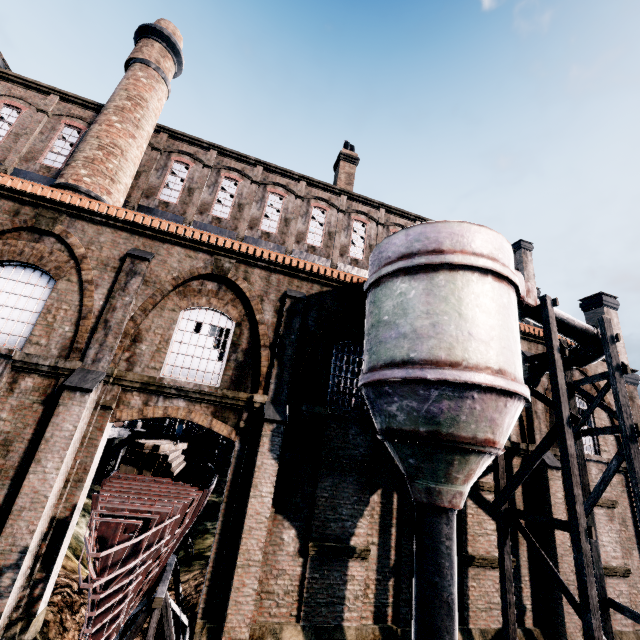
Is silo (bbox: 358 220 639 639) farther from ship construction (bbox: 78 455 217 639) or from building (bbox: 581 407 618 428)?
ship construction (bbox: 78 455 217 639)

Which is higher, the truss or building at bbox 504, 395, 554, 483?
building at bbox 504, 395, 554, 483

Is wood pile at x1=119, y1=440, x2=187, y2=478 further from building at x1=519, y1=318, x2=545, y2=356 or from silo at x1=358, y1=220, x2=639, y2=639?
silo at x1=358, y1=220, x2=639, y2=639

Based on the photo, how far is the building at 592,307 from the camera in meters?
18.0 m

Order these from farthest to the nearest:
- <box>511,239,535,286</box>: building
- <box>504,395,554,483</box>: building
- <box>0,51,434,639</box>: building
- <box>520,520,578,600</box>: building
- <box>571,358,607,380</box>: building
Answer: <box>511,239,535,286</box>: building < <box>571,358,607,380</box>: building < <box>504,395,554,483</box>: building < <box>520,520,578,600</box>: building < <box>0,51,434,639</box>: building

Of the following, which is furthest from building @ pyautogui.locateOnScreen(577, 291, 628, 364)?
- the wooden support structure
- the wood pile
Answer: the wood pile

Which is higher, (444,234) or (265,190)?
(265,190)

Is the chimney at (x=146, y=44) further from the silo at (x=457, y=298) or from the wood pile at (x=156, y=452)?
the silo at (x=457, y=298)
